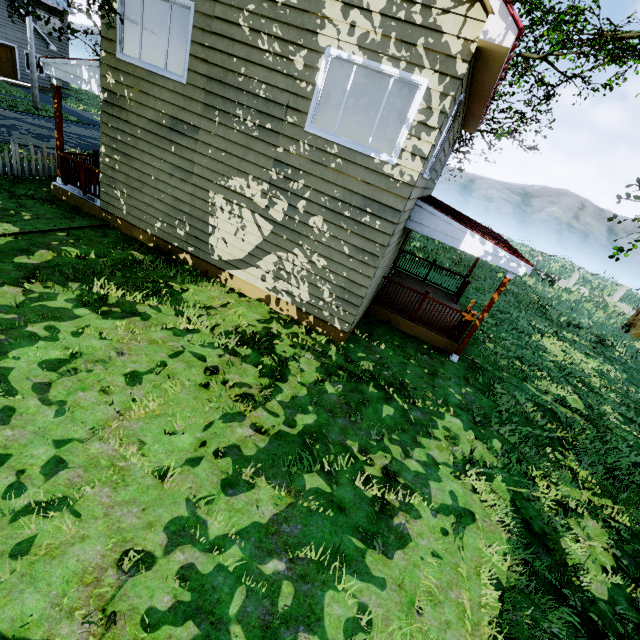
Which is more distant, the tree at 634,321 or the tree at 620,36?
the tree at 634,321

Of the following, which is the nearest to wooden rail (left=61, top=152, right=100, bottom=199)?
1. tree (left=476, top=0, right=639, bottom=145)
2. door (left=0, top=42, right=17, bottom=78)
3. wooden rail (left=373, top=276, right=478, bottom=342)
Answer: tree (left=476, top=0, right=639, bottom=145)

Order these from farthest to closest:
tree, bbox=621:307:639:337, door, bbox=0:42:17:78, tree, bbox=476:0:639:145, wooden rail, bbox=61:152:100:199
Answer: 1. door, bbox=0:42:17:78
2. tree, bbox=621:307:639:337
3. tree, bbox=476:0:639:145
4. wooden rail, bbox=61:152:100:199

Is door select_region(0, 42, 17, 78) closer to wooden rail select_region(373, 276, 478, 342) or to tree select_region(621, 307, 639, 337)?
tree select_region(621, 307, 639, 337)

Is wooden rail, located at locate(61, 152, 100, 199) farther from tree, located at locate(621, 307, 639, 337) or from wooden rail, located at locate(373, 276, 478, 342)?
wooden rail, located at locate(373, 276, 478, 342)

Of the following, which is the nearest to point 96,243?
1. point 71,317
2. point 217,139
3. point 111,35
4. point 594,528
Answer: point 71,317

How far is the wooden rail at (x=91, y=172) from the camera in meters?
9.2

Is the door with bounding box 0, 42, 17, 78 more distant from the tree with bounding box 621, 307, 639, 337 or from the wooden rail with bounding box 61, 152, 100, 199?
the wooden rail with bounding box 61, 152, 100, 199
